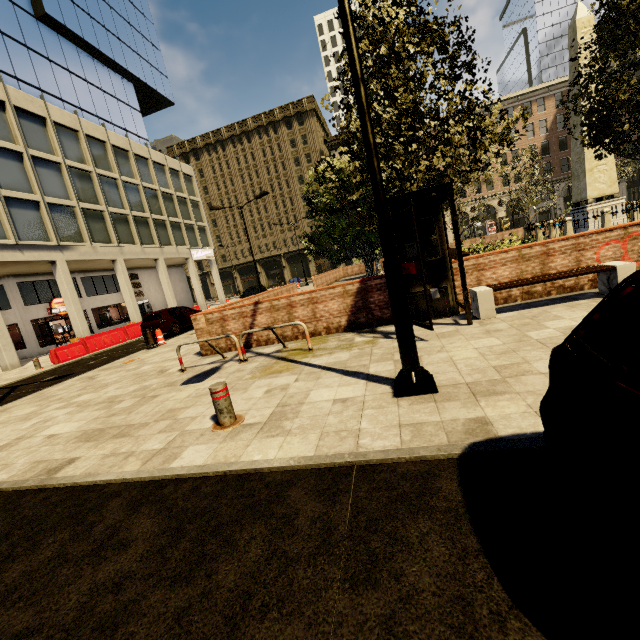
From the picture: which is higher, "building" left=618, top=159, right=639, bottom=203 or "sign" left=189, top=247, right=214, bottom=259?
"sign" left=189, top=247, right=214, bottom=259

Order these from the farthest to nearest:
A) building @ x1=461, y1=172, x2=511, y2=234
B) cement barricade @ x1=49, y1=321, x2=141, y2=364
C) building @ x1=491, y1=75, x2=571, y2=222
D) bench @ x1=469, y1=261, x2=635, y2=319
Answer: building @ x1=461, y1=172, x2=511, y2=234
building @ x1=491, y1=75, x2=571, y2=222
cement barricade @ x1=49, y1=321, x2=141, y2=364
bench @ x1=469, y1=261, x2=635, y2=319

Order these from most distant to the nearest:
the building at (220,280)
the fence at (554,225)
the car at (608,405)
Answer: the building at (220,280) → the fence at (554,225) → the car at (608,405)

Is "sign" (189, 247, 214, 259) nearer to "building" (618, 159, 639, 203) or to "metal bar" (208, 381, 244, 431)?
"building" (618, 159, 639, 203)

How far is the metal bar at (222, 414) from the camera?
4.11m

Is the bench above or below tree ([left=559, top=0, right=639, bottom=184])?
below

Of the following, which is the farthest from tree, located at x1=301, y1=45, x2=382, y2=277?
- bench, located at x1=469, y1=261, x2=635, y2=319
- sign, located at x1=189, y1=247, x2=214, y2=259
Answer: sign, located at x1=189, y1=247, x2=214, y2=259

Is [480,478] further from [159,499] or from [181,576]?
[159,499]
